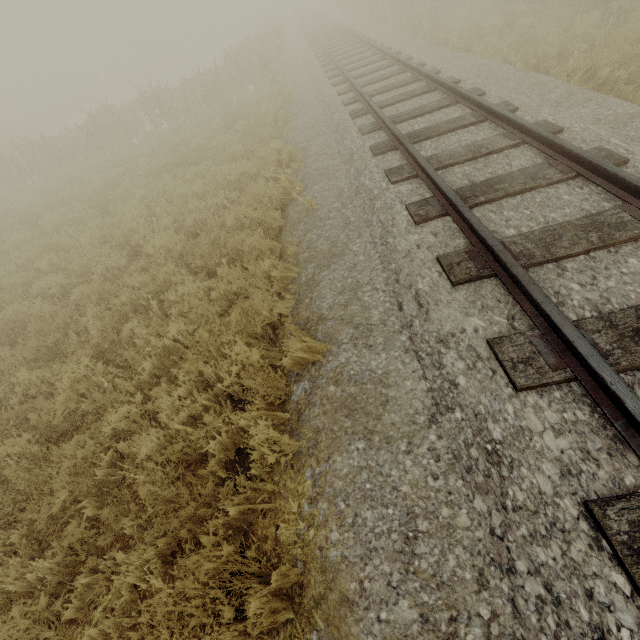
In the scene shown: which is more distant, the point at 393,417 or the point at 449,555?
the point at 393,417
